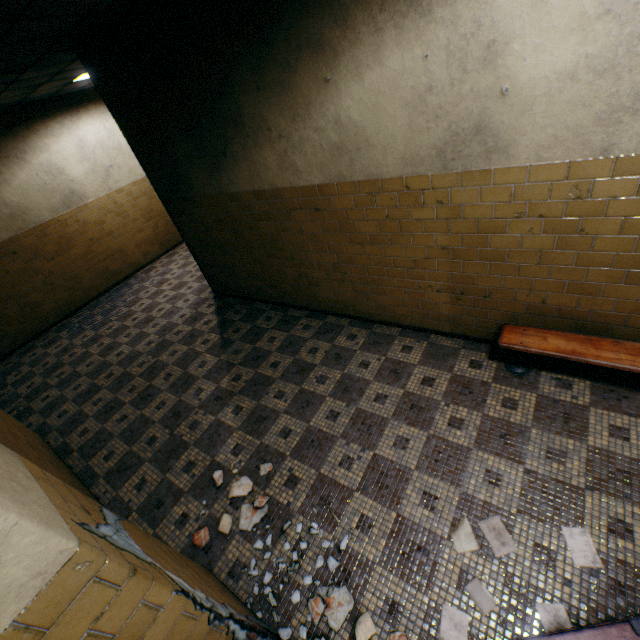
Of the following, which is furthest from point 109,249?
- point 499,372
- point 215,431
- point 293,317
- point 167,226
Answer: point 499,372

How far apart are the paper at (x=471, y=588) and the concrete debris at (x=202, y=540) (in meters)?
1.95

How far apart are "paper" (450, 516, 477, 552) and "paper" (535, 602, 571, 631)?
0.3 meters

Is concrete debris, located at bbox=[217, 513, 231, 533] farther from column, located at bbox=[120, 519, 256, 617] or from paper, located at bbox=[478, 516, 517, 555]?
paper, located at bbox=[478, 516, 517, 555]

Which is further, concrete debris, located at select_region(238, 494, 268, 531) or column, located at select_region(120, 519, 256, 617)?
concrete debris, located at select_region(238, 494, 268, 531)

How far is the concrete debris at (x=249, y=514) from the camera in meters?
2.9 m

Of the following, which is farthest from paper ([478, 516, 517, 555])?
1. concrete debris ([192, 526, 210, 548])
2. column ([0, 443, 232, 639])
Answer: concrete debris ([192, 526, 210, 548])

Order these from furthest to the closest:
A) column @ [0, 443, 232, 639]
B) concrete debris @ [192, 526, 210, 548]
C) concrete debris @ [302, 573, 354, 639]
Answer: concrete debris @ [192, 526, 210, 548], concrete debris @ [302, 573, 354, 639], column @ [0, 443, 232, 639]
